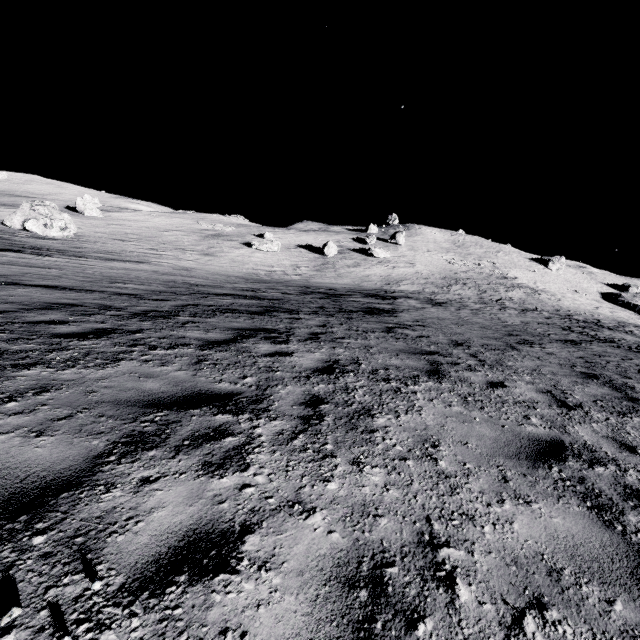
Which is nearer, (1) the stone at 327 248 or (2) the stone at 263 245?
(2) the stone at 263 245

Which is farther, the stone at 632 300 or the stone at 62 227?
the stone at 632 300

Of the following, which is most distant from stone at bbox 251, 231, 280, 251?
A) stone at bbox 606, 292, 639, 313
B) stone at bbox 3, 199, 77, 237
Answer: stone at bbox 606, 292, 639, 313

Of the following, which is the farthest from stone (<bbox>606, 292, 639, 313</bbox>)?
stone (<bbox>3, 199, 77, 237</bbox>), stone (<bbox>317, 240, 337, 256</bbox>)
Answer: stone (<bbox>3, 199, 77, 237</bbox>)

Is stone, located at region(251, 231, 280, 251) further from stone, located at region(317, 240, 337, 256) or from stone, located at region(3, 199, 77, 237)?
stone, located at region(3, 199, 77, 237)

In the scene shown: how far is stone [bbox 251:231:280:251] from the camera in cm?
4106

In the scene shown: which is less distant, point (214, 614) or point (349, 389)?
point (214, 614)
